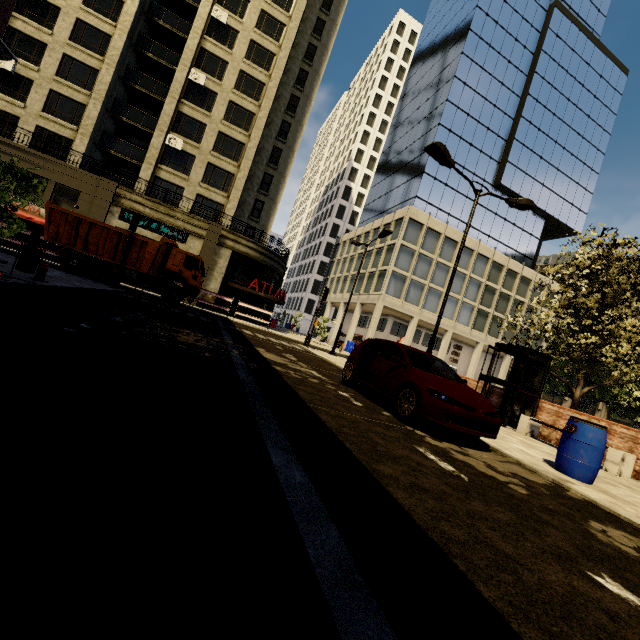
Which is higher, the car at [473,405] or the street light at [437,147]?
the street light at [437,147]

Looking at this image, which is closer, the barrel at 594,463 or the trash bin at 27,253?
the barrel at 594,463

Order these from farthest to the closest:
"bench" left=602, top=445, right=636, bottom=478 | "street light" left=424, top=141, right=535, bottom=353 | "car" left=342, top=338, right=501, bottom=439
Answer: "street light" left=424, top=141, right=535, bottom=353 → "bench" left=602, top=445, right=636, bottom=478 → "car" left=342, top=338, right=501, bottom=439

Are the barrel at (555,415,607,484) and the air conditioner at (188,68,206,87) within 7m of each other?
no

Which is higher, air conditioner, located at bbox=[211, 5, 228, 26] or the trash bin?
air conditioner, located at bbox=[211, 5, 228, 26]

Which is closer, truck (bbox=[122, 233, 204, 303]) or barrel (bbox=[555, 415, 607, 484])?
barrel (bbox=[555, 415, 607, 484])

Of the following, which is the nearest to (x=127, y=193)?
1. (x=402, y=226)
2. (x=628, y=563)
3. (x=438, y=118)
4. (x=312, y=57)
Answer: (x=402, y=226)

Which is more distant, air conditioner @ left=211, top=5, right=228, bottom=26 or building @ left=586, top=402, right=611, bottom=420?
building @ left=586, top=402, right=611, bottom=420
